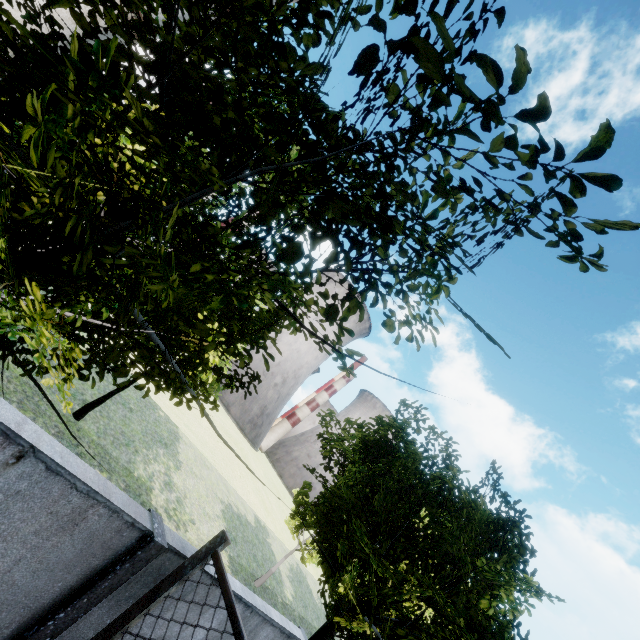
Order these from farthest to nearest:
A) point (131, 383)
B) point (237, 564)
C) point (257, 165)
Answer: point (237, 564)
point (131, 383)
point (257, 165)
